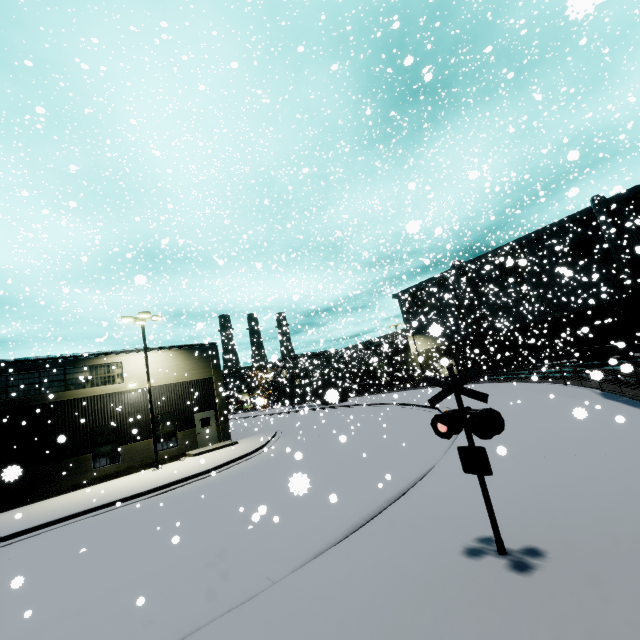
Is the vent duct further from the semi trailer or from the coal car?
the semi trailer

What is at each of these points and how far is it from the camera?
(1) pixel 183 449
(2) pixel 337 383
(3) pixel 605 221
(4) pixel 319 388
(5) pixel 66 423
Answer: (1) building, 22.7 meters
(2) semi trailer door, 41.5 meters
(3) vent duct, 33.3 meters
(4) semi trailer, 43.7 meters
(5) building, 19.5 meters

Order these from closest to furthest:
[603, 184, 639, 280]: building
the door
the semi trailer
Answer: the semi trailer < the door < [603, 184, 639, 280]: building

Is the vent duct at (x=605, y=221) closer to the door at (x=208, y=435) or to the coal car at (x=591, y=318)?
the coal car at (x=591, y=318)

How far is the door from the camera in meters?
23.6

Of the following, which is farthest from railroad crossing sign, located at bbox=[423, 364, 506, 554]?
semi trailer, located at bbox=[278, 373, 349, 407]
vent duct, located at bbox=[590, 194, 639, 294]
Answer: vent duct, located at bbox=[590, 194, 639, 294]

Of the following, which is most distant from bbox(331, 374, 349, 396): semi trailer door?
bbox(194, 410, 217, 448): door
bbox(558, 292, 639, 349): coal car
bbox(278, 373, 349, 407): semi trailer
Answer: bbox(194, 410, 217, 448): door

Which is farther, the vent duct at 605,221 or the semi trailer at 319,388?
the vent duct at 605,221
